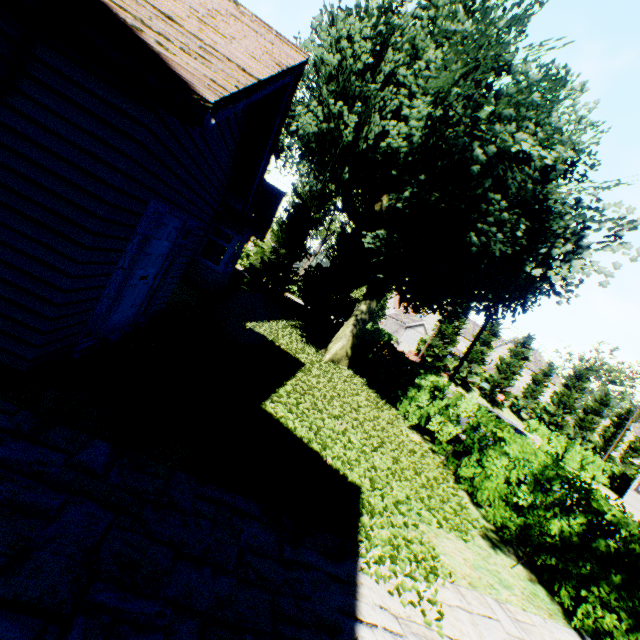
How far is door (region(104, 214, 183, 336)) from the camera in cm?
493

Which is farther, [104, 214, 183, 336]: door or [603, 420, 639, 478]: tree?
[603, 420, 639, 478]: tree

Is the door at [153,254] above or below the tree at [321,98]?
below

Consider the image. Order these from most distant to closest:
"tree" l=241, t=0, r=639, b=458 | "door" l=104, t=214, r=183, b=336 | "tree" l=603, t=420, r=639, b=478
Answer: "tree" l=603, t=420, r=639, b=478
"tree" l=241, t=0, r=639, b=458
"door" l=104, t=214, r=183, b=336

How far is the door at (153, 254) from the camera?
4.93m

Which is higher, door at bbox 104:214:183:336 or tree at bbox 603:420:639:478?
tree at bbox 603:420:639:478

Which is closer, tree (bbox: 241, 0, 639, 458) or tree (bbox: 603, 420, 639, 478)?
tree (bbox: 241, 0, 639, 458)

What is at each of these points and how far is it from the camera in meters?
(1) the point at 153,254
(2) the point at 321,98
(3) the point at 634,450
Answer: (1) door, 5.1 m
(2) tree, 9.2 m
(3) tree, 50.9 m
